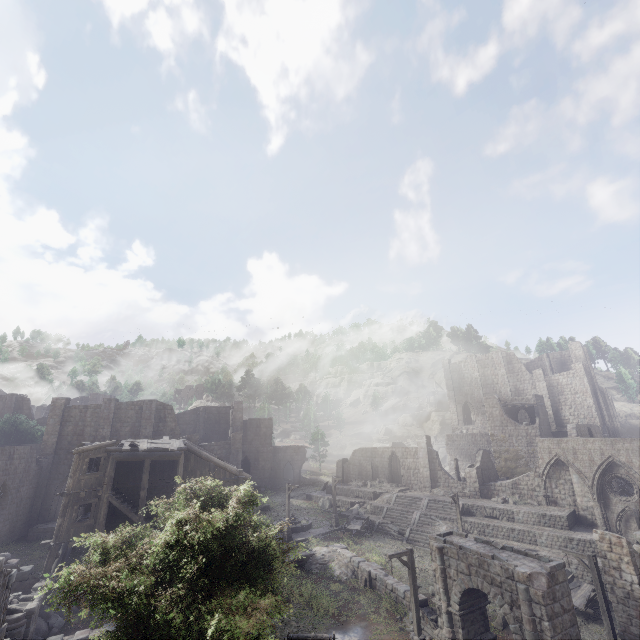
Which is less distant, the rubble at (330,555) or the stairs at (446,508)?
the rubble at (330,555)

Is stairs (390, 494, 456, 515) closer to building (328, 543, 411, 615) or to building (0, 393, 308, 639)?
building (0, 393, 308, 639)

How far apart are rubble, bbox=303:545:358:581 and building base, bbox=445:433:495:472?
32.8m

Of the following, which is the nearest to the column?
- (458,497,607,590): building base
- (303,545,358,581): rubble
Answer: (458,497,607,590): building base

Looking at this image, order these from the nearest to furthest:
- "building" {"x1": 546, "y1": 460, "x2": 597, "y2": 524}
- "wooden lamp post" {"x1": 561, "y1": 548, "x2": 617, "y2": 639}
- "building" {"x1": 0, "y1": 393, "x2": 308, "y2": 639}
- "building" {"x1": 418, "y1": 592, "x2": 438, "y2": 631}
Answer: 1. "wooden lamp post" {"x1": 561, "y1": 548, "x2": 617, "y2": 639}
2. "building" {"x1": 418, "y1": 592, "x2": 438, "y2": 631}
3. "building" {"x1": 0, "y1": 393, "x2": 308, "y2": 639}
4. "building" {"x1": 546, "y1": 460, "x2": 597, "y2": 524}

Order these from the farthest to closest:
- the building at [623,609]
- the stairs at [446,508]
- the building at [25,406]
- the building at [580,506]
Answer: the building at [25,406]
the stairs at [446,508]
the building at [580,506]
the building at [623,609]

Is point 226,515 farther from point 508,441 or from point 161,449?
point 508,441

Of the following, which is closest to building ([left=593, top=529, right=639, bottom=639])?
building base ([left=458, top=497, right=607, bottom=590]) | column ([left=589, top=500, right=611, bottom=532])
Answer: column ([left=589, top=500, right=611, bottom=532])
